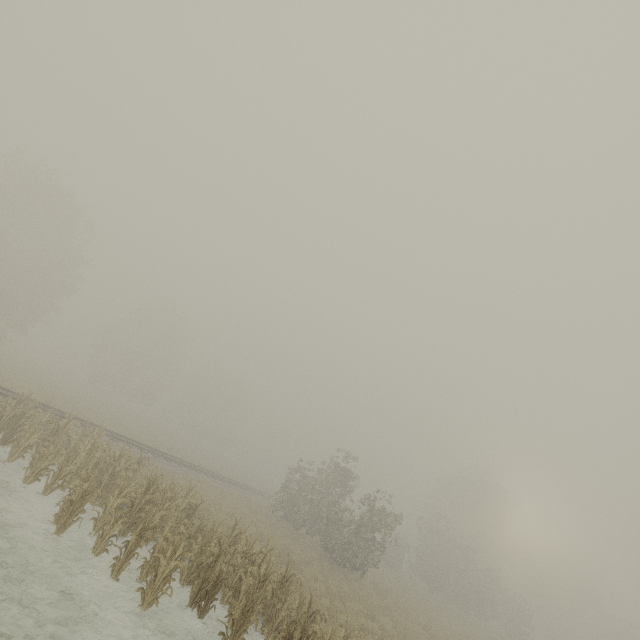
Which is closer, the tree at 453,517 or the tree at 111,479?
the tree at 111,479

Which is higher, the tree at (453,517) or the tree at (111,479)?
the tree at (453,517)

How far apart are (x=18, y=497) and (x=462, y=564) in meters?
39.2 m

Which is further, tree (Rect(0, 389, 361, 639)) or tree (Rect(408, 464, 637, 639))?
tree (Rect(408, 464, 637, 639))

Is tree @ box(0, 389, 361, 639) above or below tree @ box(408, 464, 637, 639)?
below
